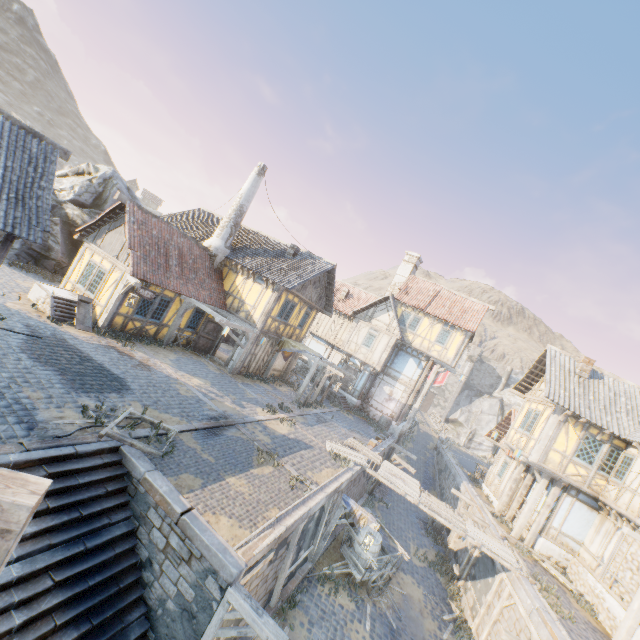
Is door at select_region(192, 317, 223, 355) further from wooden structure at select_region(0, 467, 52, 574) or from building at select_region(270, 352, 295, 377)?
wooden structure at select_region(0, 467, 52, 574)

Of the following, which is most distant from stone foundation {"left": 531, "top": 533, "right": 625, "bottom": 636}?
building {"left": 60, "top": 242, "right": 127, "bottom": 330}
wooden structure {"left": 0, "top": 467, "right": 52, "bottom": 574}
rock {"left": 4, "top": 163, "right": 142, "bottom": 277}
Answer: rock {"left": 4, "top": 163, "right": 142, "bottom": 277}

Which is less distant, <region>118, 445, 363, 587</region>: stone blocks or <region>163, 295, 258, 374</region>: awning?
<region>118, 445, 363, 587</region>: stone blocks

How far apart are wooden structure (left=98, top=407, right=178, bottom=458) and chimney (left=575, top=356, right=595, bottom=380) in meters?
19.0 m

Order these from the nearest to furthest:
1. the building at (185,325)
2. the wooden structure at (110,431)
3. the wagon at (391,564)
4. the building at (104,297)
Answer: the wooden structure at (110,431) < the wagon at (391,564) < the building at (104,297) < the building at (185,325)

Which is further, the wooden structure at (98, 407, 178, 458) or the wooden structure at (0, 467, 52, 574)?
the wooden structure at (98, 407, 178, 458)

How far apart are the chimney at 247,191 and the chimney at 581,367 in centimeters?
2065cm

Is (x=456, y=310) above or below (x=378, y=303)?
above
